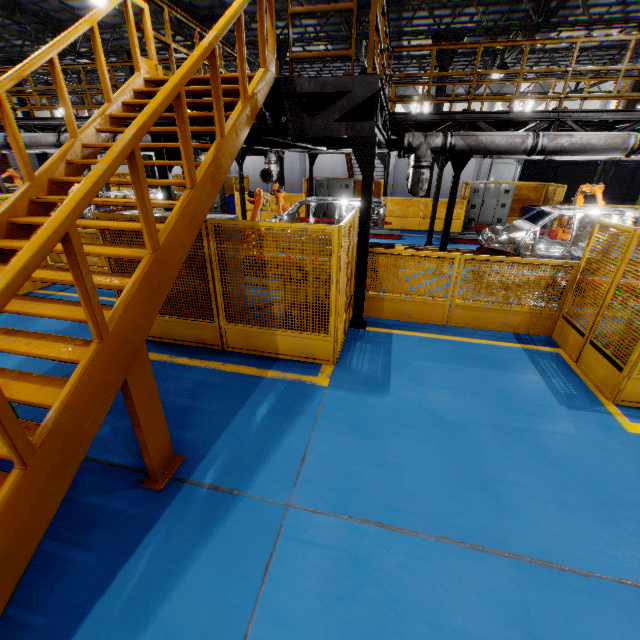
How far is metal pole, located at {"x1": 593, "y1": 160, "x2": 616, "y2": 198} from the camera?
14.3m

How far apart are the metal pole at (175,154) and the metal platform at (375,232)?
8.2 meters

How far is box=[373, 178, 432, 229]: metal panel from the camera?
15.8m

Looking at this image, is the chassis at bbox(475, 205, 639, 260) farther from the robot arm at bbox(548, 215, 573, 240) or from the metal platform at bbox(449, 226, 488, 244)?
the metal platform at bbox(449, 226, 488, 244)

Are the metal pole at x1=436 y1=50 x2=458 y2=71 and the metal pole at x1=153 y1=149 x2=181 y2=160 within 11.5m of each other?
no

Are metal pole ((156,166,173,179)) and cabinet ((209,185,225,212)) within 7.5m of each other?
no

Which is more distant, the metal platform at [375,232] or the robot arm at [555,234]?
the metal platform at [375,232]

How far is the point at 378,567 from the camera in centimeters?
266cm
